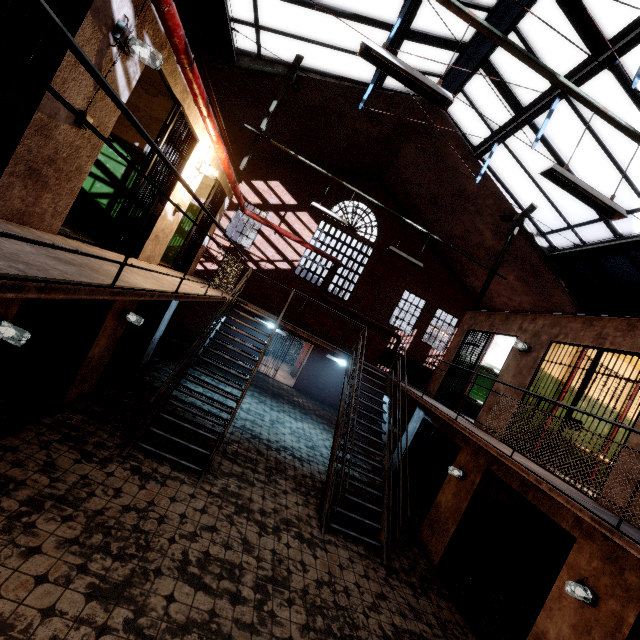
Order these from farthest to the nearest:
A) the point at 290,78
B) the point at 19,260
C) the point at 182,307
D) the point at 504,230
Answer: the point at 182,307
the point at 504,230
the point at 290,78
the point at 19,260

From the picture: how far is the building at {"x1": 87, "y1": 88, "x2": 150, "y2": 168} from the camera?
3.31m

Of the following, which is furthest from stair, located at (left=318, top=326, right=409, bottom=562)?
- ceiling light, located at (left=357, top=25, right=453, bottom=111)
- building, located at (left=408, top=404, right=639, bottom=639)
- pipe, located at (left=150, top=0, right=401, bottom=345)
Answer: ceiling light, located at (left=357, top=25, right=453, bottom=111)

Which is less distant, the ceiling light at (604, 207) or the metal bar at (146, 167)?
the ceiling light at (604, 207)

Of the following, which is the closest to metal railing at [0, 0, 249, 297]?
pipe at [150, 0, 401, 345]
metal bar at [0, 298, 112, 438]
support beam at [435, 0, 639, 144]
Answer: pipe at [150, 0, 401, 345]

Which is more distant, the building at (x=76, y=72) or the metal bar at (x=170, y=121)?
the metal bar at (x=170, y=121)

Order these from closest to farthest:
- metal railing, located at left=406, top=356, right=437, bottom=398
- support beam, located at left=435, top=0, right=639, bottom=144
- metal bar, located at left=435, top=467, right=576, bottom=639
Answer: support beam, located at left=435, top=0, right=639, bottom=144, metal bar, located at left=435, top=467, right=576, bottom=639, metal railing, located at left=406, top=356, right=437, bottom=398

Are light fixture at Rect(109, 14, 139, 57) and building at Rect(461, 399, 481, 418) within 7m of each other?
no
